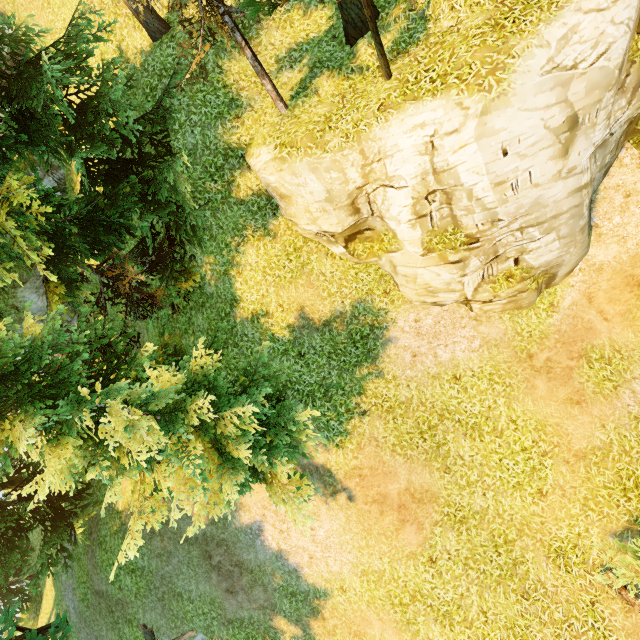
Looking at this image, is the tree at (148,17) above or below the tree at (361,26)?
above

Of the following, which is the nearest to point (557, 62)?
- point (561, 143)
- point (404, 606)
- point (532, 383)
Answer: point (561, 143)

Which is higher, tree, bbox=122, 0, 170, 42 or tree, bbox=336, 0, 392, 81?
tree, bbox=122, 0, 170, 42

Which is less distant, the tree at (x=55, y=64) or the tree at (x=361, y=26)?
the tree at (x=361, y=26)

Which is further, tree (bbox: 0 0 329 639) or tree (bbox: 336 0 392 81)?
tree (bbox: 0 0 329 639)
